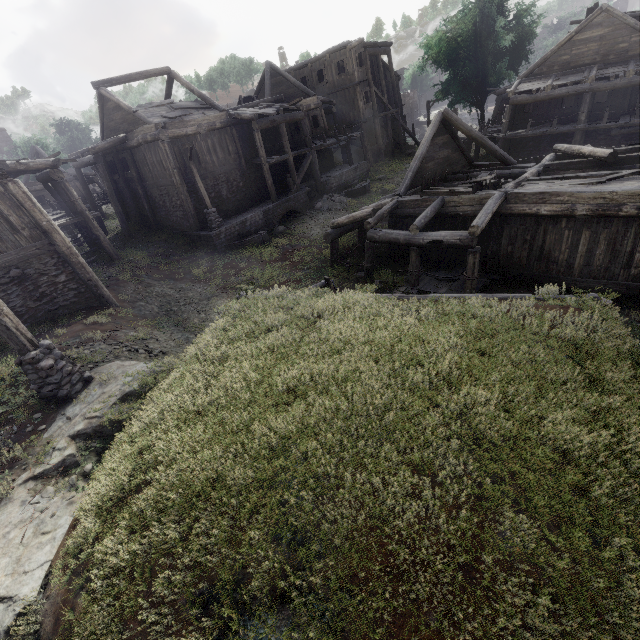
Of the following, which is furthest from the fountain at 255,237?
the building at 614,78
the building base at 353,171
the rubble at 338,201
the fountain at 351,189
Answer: the fountain at 351,189

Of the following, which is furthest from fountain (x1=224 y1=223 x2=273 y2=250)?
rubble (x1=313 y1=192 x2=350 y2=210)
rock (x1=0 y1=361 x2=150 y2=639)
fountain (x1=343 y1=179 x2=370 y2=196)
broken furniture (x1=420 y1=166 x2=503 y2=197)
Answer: rock (x1=0 y1=361 x2=150 y2=639)

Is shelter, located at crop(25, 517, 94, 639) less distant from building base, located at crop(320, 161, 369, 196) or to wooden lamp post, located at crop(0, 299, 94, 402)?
wooden lamp post, located at crop(0, 299, 94, 402)

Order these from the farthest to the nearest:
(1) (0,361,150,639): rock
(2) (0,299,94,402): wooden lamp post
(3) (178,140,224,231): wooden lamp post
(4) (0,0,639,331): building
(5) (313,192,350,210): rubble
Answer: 1. (5) (313,192,350,210): rubble
2. (3) (178,140,224,231): wooden lamp post
3. (4) (0,0,639,331): building
4. (2) (0,299,94,402): wooden lamp post
5. (1) (0,361,150,639): rock

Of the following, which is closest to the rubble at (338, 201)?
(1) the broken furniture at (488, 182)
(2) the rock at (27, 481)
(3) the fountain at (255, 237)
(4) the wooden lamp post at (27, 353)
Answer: (3) the fountain at (255, 237)

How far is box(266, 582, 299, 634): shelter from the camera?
3.05m

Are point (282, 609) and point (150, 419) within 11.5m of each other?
yes

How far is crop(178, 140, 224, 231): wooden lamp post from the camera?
17.1m
